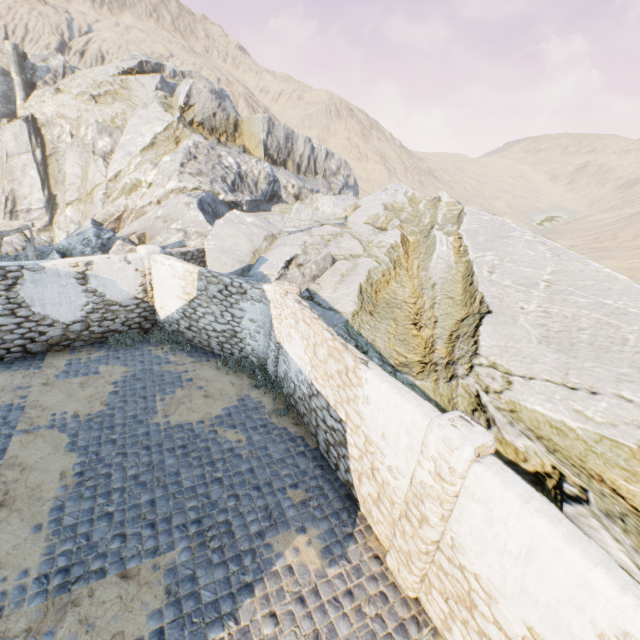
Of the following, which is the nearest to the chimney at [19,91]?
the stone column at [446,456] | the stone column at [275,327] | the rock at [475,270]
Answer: the rock at [475,270]

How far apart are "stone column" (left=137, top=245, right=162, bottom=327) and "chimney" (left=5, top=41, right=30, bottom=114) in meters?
34.4 m

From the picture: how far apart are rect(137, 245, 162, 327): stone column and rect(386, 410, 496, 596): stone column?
10.88m

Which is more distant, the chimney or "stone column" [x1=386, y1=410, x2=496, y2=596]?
the chimney

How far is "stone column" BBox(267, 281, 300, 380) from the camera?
9.3 meters

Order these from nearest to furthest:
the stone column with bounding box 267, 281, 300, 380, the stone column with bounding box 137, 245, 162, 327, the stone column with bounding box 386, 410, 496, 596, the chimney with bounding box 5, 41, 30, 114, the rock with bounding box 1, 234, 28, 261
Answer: the stone column with bounding box 386, 410, 496, 596 → the stone column with bounding box 267, 281, 300, 380 → the stone column with bounding box 137, 245, 162, 327 → the rock with bounding box 1, 234, 28, 261 → the chimney with bounding box 5, 41, 30, 114

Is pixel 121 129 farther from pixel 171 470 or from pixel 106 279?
pixel 171 470

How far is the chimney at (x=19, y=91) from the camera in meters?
29.9
